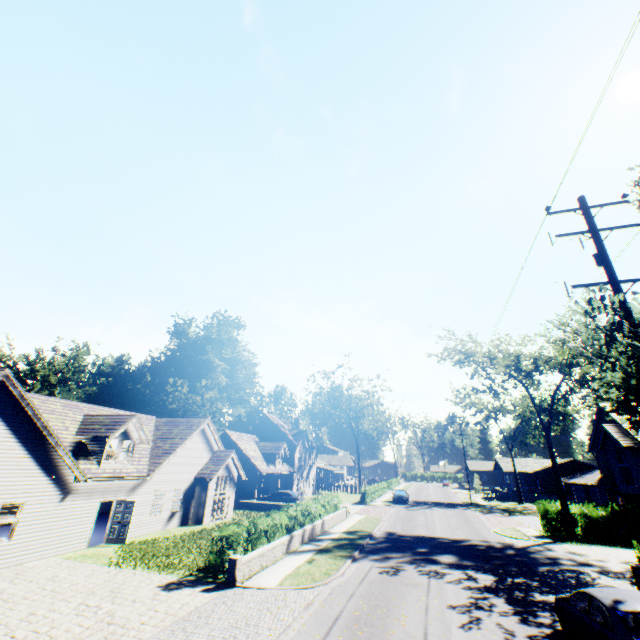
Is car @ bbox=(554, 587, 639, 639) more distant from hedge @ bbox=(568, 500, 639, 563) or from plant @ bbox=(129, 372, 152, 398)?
plant @ bbox=(129, 372, 152, 398)

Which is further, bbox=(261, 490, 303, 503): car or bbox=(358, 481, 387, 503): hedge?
bbox=(358, 481, 387, 503): hedge

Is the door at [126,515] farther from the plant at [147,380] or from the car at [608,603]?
the plant at [147,380]

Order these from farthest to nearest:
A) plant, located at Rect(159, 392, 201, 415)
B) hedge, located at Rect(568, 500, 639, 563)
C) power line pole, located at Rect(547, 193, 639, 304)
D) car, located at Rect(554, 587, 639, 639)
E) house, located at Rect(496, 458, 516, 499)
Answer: plant, located at Rect(159, 392, 201, 415)
house, located at Rect(496, 458, 516, 499)
hedge, located at Rect(568, 500, 639, 563)
power line pole, located at Rect(547, 193, 639, 304)
car, located at Rect(554, 587, 639, 639)

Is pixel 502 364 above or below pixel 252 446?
above

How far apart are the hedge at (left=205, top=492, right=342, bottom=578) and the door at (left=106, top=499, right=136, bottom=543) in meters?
7.5

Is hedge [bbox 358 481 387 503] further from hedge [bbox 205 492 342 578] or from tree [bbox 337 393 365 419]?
hedge [bbox 205 492 342 578]

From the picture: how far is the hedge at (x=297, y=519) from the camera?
13.5 meters
